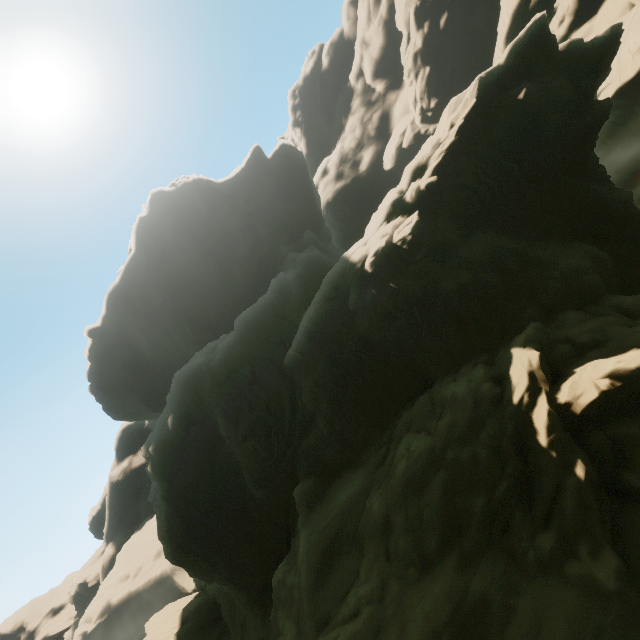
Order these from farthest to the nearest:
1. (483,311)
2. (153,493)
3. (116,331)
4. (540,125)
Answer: (116,331), (153,493), (540,125), (483,311)
